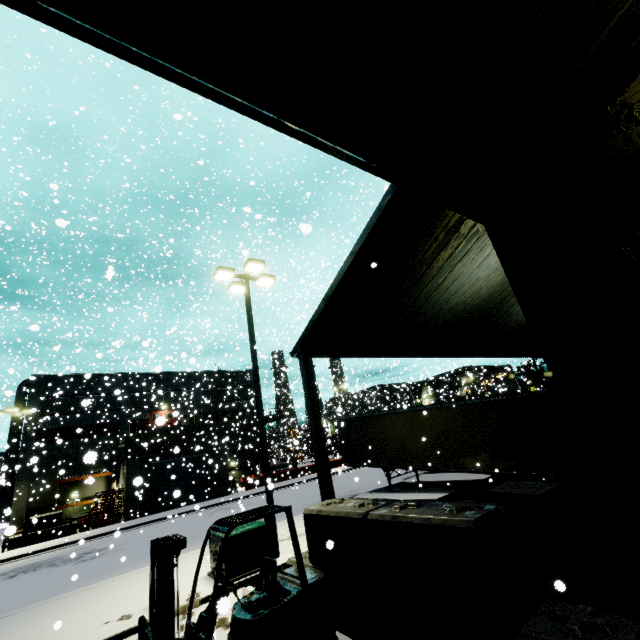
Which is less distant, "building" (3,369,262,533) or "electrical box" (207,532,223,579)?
"electrical box" (207,532,223,579)

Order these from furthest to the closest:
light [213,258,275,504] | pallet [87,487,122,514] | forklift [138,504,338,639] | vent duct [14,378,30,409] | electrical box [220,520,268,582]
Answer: vent duct [14,378,30,409], pallet [87,487,122,514], light [213,258,275,504], electrical box [220,520,268,582], forklift [138,504,338,639]

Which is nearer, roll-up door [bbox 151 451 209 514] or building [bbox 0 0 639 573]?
building [bbox 0 0 639 573]

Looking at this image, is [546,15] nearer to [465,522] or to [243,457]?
[465,522]

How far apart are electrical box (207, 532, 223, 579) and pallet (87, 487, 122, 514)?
25.4m

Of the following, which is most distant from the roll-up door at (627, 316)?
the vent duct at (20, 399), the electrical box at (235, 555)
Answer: the vent duct at (20, 399)

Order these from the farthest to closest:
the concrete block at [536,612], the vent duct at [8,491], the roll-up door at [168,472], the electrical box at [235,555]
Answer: the vent duct at [8,491] → the roll-up door at [168,472] → the electrical box at [235,555] → the concrete block at [536,612]
